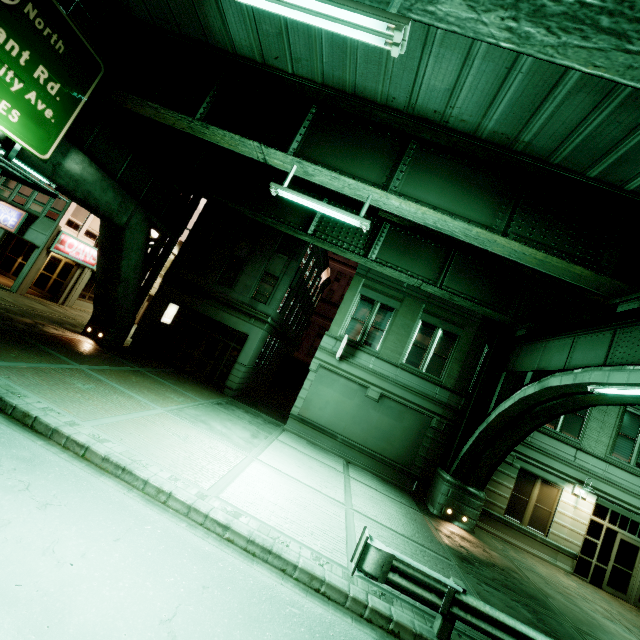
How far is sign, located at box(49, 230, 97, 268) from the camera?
19.6 meters

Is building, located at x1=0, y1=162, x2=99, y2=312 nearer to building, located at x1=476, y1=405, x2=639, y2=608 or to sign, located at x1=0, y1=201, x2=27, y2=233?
sign, located at x1=0, y1=201, x2=27, y2=233

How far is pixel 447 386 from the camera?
16.2m

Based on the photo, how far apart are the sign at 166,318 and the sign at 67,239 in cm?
749

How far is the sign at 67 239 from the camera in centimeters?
1962cm

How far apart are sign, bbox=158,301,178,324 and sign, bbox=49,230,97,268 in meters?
7.5 m

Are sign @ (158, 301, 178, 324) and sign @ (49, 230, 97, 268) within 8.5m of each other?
yes

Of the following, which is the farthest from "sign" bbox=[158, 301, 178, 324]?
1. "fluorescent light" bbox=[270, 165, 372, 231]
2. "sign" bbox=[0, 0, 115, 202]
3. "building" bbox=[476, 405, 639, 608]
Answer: "building" bbox=[476, 405, 639, 608]
